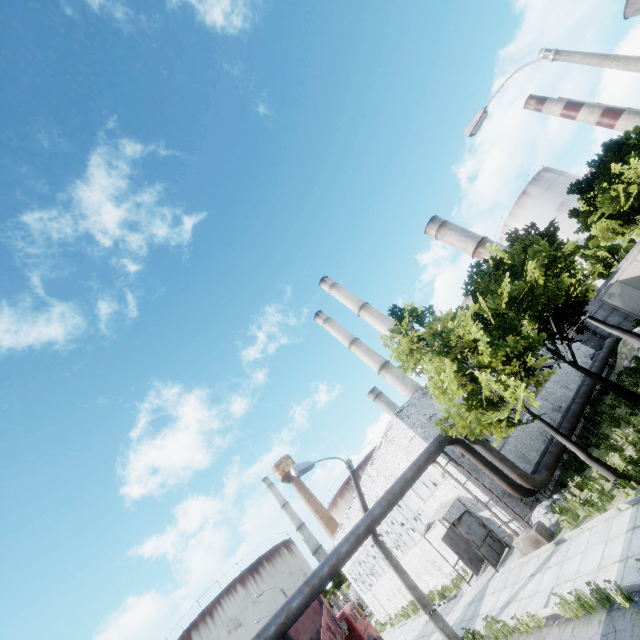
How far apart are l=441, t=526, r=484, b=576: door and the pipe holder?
4.6m

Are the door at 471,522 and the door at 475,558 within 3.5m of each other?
yes

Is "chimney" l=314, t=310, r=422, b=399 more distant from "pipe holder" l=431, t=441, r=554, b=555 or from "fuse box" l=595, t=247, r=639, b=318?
"pipe holder" l=431, t=441, r=554, b=555

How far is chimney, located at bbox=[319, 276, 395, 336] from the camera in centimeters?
4344cm

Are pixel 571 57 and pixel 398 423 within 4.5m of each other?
no

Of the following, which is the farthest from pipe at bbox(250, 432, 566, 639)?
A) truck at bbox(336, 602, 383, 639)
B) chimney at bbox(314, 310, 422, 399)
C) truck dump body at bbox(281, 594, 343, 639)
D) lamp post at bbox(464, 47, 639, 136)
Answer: chimney at bbox(314, 310, 422, 399)

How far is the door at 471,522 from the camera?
16.08m

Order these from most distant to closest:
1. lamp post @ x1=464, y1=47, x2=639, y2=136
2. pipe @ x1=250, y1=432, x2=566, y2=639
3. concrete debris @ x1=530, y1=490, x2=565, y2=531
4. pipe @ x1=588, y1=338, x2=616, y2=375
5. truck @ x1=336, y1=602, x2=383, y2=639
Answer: pipe @ x1=588, y1=338, x2=616, y2=375
truck @ x1=336, y1=602, x2=383, y2=639
concrete debris @ x1=530, y1=490, x2=565, y2=531
pipe @ x1=250, y1=432, x2=566, y2=639
lamp post @ x1=464, y1=47, x2=639, y2=136
